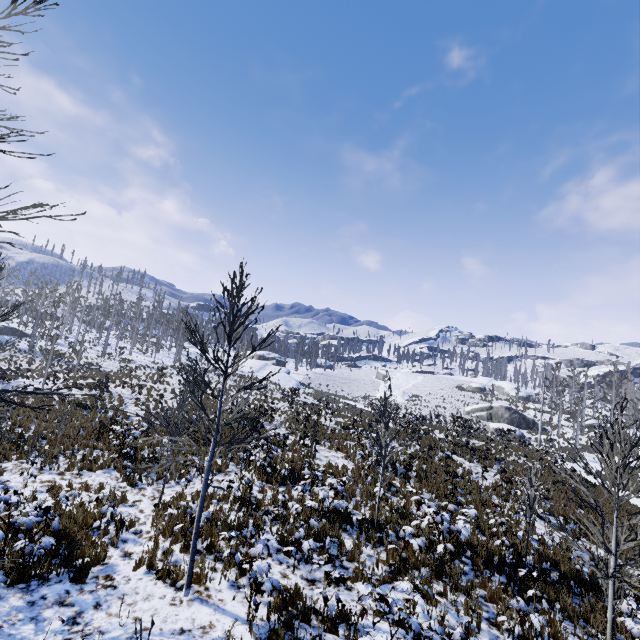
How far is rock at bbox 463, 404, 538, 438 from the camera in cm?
4284

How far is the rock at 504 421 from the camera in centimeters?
4284cm

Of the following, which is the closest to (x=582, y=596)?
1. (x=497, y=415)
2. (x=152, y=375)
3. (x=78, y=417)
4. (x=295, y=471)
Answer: (x=295, y=471)
